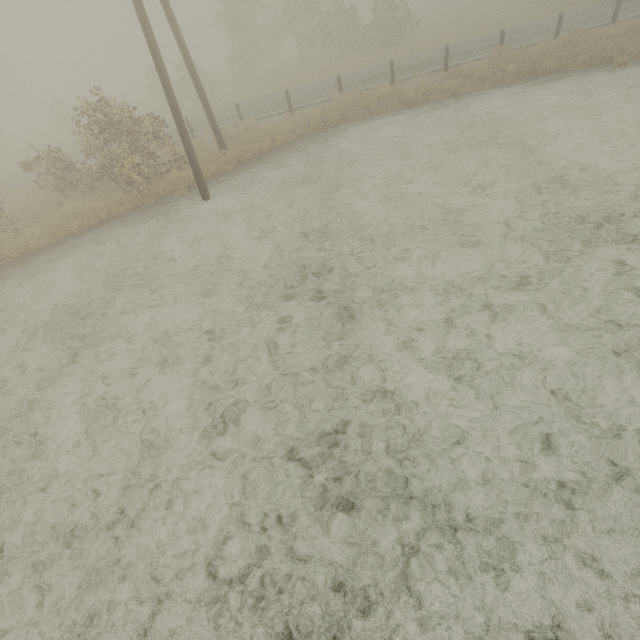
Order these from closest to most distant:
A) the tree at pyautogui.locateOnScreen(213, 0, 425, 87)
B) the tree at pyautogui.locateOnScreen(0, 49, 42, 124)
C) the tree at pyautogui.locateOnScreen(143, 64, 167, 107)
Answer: the tree at pyautogui.locateOnScreen(213, 0, 425, 87) < the tree at pyautogui.locateOnScreen(143, 64, 167, 107) < the tree at pyautogui.locateOnScreen(0, 49, 42, 124)

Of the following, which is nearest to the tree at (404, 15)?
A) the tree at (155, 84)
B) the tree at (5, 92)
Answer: the tree at (155, 84)

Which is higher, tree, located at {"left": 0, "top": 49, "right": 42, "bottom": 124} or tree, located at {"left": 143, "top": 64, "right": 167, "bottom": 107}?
tree, located at {"left": 0, "top": 49, "right": 42, "bottom": 124}

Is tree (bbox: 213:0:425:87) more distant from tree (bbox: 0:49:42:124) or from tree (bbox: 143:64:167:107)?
tree (bbox: 0:49:42:124)

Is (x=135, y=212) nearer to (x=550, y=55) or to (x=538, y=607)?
(x=538, y=607)

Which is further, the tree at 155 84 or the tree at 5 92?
the tree at 5 92

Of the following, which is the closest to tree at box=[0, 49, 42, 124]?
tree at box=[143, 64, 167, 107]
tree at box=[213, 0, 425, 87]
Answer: tree at box=[143, 64, 167, 107]
